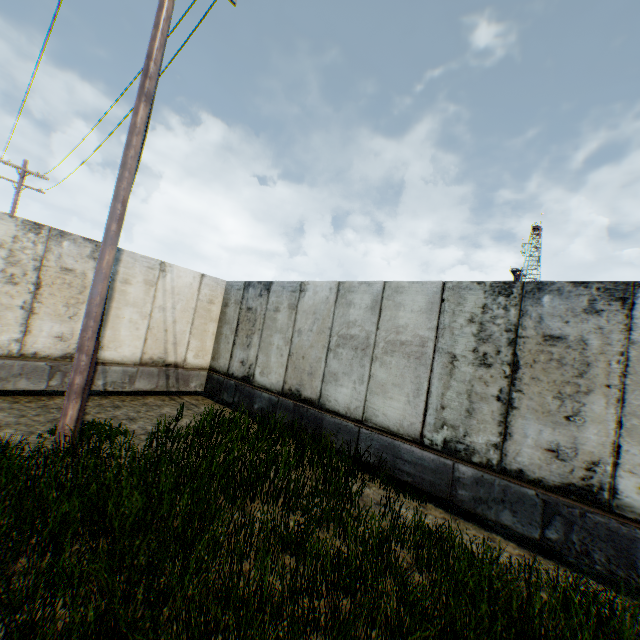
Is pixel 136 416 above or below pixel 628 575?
below
